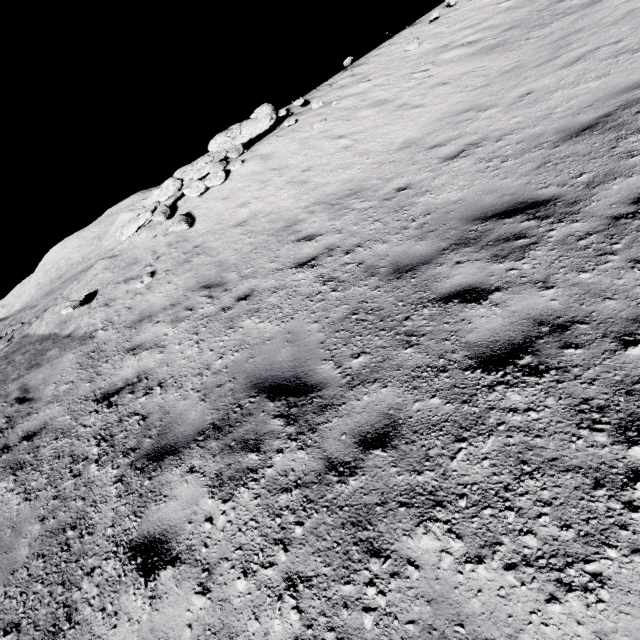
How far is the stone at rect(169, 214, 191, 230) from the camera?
10.4m

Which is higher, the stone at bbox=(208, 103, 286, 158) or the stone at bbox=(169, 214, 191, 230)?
the stone at bbox=(208, 103, 286, 158)

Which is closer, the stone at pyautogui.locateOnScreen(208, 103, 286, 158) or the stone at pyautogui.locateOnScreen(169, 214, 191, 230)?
the stone at pyautogui.locateOnScreen(169, 214, 191, 230)

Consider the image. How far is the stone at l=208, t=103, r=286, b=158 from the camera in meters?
13.6

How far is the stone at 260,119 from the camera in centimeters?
1362cm

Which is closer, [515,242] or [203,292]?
[515,242]

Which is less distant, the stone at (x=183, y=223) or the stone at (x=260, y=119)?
the stone at (x=183, y=223)
